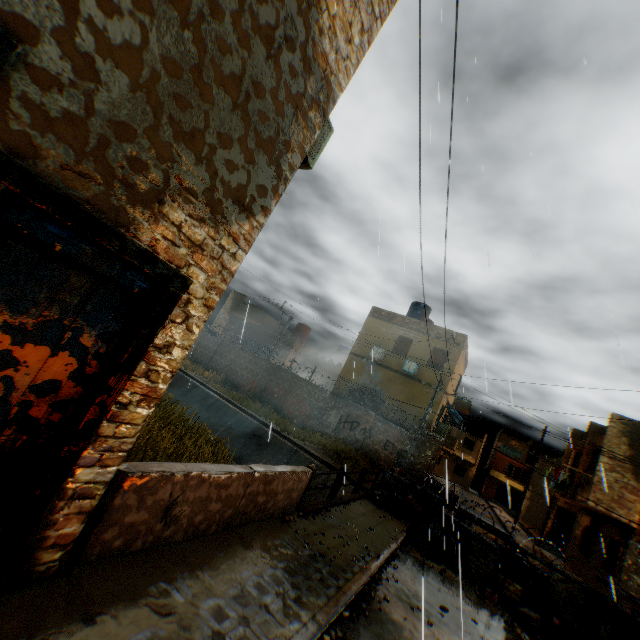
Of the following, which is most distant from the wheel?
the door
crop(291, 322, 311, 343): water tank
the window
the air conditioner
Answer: the window

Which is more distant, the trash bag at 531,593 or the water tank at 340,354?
the water tank at 340,354

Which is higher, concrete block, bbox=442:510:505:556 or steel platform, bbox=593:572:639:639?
steel platform, bbox=593:572:639:639

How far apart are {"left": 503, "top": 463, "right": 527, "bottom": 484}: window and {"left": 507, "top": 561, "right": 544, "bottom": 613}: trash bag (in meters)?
48.10

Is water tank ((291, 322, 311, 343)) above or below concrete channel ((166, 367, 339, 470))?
above

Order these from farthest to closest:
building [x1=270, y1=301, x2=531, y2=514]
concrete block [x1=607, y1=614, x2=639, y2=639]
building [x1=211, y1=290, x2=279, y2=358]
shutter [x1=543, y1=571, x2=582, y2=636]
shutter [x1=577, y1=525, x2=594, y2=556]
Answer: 1. building [x1=211, y1=290, x2=279, y2=358]
2. building [x1=270, y1=301, x2=531, y2=514]
3. shutter [x1=577, y1=525, x2=594, y2=556]
4. shutter [x1=543, y1=571, x2=582, y2=636]
5. concrete block [x1=607, y1=614, x2=639, y2=639]

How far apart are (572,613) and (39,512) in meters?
13.1

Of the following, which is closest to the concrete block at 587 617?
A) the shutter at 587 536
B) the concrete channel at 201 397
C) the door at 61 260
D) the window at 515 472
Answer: the concrete channel at 201 397
